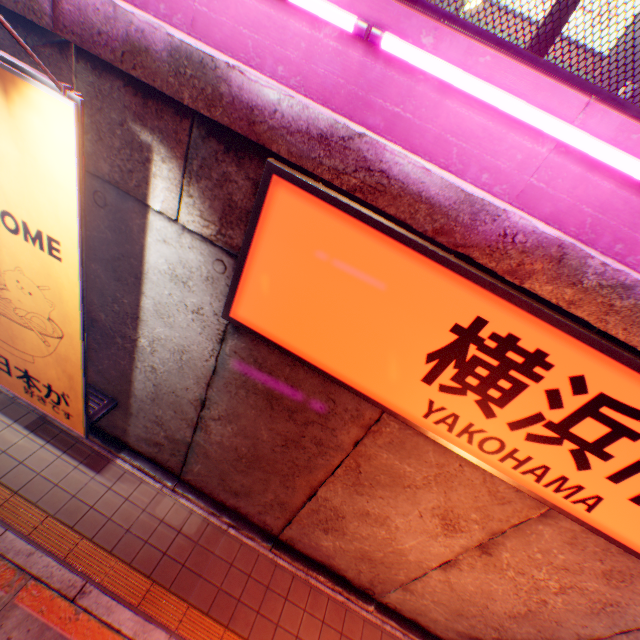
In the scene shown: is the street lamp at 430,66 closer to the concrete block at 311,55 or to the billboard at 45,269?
the concrete block at 311,55

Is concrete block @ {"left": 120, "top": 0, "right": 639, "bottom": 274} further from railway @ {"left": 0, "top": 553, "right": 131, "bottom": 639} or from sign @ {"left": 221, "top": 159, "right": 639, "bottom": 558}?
railway @ {"left": 0, "top": 553, "right": 131, "bottom": 639}

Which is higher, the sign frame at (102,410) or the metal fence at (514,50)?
the metal fence at (514,50)

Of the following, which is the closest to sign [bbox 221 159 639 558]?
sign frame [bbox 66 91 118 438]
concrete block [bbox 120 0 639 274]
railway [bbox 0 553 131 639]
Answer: concrete block [bbox 120 0 639 274]

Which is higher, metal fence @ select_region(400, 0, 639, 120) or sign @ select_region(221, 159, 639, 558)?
metal fence @ select_region(400, 0, 639, 120)

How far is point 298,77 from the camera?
2.60m

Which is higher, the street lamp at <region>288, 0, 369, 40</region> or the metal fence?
the metal fence

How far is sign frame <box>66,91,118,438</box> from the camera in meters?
2.3 m
